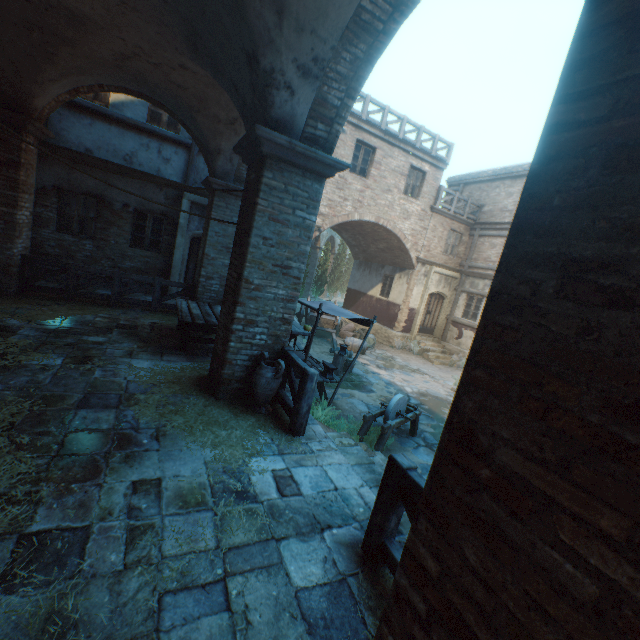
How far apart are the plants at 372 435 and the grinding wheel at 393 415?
0.02m

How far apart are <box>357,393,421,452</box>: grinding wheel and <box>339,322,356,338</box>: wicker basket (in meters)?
8.29

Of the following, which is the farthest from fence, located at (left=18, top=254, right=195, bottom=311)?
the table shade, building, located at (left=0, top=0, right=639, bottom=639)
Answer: building, located at (left=0, top=0, right=639, bottom=639)

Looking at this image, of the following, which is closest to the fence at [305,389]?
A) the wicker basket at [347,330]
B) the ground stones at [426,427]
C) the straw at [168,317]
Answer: the straw at [168,317]

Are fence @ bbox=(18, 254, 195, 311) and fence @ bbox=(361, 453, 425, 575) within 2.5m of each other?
no

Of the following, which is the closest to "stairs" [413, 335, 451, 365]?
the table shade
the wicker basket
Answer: the wicker basket

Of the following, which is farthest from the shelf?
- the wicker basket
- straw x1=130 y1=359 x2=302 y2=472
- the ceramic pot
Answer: the wicker basket

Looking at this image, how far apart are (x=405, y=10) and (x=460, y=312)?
15.5m
